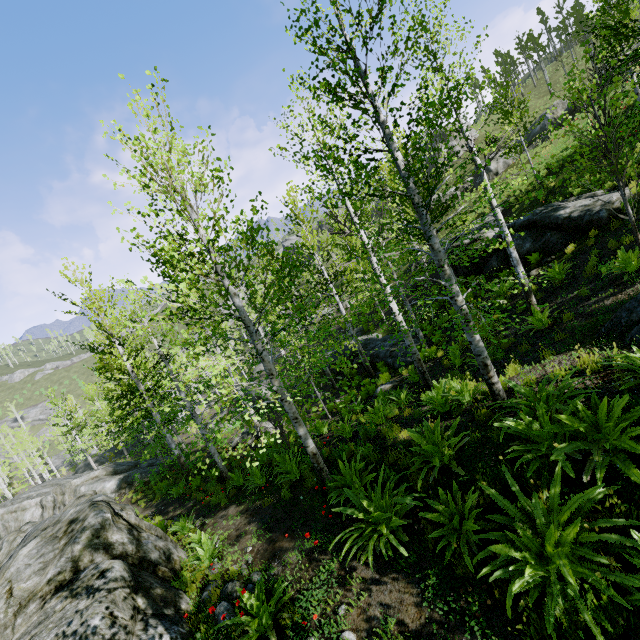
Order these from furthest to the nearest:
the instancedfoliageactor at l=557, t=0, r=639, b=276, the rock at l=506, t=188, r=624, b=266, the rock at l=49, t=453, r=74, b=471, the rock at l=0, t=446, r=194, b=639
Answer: the rock at l=49, t=453, r=74, b=471, the rock at l=506, t=188, r=624, b=266, the instancedfoliageactor at l=557, t=0, r=639, b=276, the rock at l=0, t=446, r=194, b=639

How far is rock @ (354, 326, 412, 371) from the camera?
16.8m

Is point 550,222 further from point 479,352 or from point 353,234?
point 479,352

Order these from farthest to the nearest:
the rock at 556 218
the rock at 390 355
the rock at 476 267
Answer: the rock at 390 355
the rock at 476 267
the rock at 556 218

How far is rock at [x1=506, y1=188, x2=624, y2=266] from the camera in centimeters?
1167cm

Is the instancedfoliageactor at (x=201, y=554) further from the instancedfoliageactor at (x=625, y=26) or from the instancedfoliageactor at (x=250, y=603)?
the instancedfoliageactor at (x=625, y=26)

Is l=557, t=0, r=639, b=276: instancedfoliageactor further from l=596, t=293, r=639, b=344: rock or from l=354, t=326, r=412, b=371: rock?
l=596, t=293, r=639, b=344: rock

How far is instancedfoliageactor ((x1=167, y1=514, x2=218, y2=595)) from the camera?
7.04m
